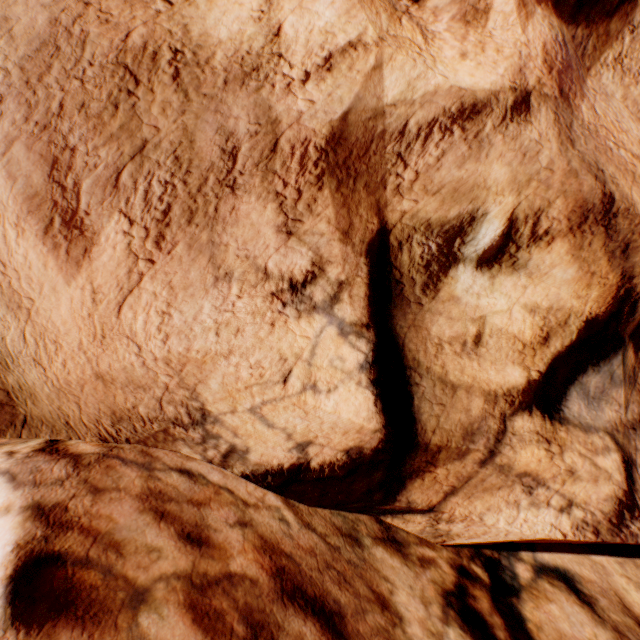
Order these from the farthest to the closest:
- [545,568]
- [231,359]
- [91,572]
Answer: [545,568] < [231,359] < [91,572]
